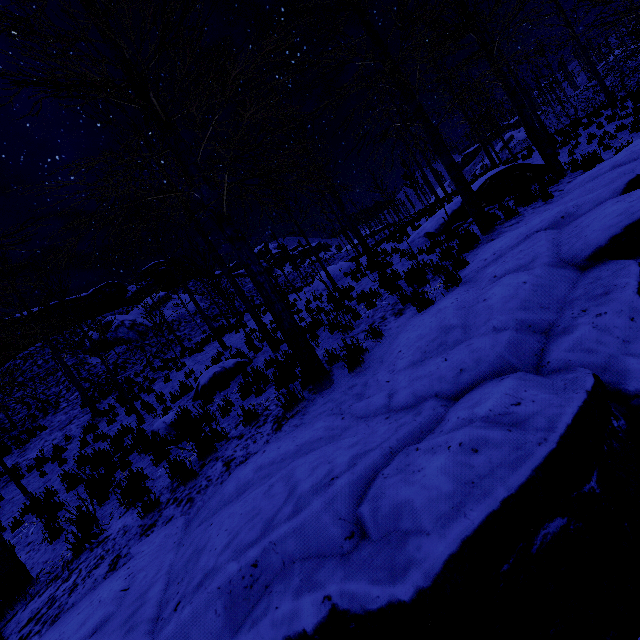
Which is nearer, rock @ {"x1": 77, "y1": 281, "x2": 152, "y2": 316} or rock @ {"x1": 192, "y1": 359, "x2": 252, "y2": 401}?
rock @ {"x1": 192, "y1": 359, "x2": 252, "y2": 401}

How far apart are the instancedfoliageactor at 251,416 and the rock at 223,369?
4.25m

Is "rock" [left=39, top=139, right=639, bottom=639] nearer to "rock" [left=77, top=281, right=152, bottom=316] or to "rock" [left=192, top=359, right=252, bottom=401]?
"rock" [left=192, top=359, right=252, bottom=401]

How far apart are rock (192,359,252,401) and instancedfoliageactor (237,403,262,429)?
4.3 meters

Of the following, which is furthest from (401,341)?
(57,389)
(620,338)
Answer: (57,389)

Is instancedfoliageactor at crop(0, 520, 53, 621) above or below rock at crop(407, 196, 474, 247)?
below

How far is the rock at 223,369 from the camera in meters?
9.0

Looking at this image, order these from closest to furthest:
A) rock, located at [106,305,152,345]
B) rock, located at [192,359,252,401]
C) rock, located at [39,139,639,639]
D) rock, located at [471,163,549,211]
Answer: rock, located at [39,139,639,639]
rock, located at [192,359,252,401]
rock, located at [471,163,549,211]
rock, located at [106,305,152,345]
